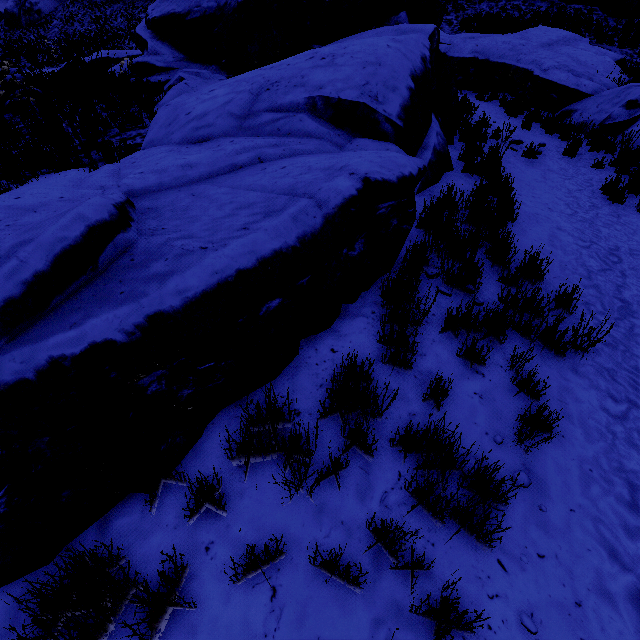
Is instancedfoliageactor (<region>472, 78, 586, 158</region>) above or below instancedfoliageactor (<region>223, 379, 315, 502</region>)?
above

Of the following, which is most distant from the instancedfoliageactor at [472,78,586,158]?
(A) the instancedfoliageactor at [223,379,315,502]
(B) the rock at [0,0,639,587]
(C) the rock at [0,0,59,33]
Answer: (C) the rock at [0,0,59,33]

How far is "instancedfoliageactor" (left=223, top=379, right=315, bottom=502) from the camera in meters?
1.9

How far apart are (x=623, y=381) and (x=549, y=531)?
1.92m

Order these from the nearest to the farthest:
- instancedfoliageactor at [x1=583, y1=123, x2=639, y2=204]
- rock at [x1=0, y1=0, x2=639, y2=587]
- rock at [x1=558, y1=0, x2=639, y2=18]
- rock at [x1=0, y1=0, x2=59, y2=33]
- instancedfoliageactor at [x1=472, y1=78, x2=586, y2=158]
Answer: rock at [x1=0, y1=0, x2=639, y2=587]
instancedfoliageactor at [x1=583, y1=123, x2=639, y2=204]
instancedfoliageactor at [x1=472, y1=78, x2=586, y2=158]
rock at [x1=558, y1=0, x2=639, y2=18]
rock at [x1=0, y1=0, x2=59, y2=33]

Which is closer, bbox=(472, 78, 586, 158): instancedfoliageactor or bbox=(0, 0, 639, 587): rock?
bbox=(0, 0, 639, 587): rock

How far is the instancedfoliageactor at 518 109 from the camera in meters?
7.8 m

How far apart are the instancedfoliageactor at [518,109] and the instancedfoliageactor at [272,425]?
11.7m
